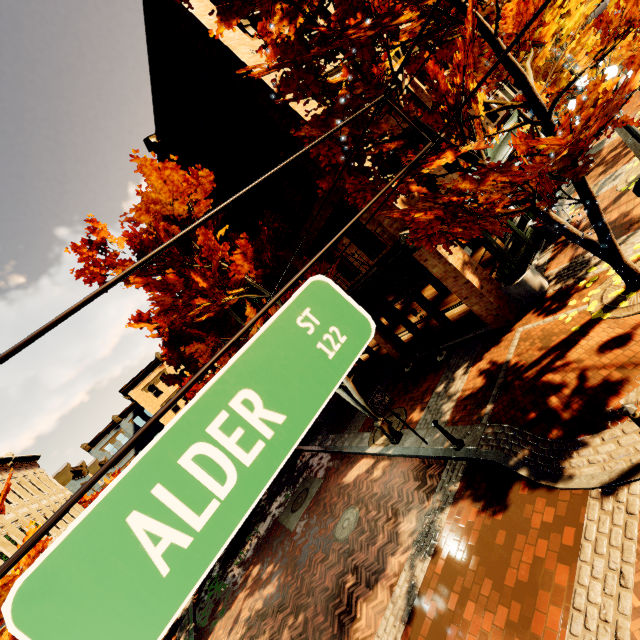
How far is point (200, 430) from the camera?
1.3m

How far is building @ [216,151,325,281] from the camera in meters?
10.1

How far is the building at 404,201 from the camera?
9.26m

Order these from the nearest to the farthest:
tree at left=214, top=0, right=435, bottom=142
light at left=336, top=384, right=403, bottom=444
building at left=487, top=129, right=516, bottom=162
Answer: tree at left=214, top=0, right=435, bottom=142
light at left=336, top=384, right=403, bottom=444
building at left=487, top=129, right=516, bottom=162

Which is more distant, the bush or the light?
the light

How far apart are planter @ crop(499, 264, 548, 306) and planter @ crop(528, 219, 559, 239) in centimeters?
272cm

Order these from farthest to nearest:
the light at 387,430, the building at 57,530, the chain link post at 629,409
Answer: the building at 57,530
the light at 387,430
the chain link post at 629,409
